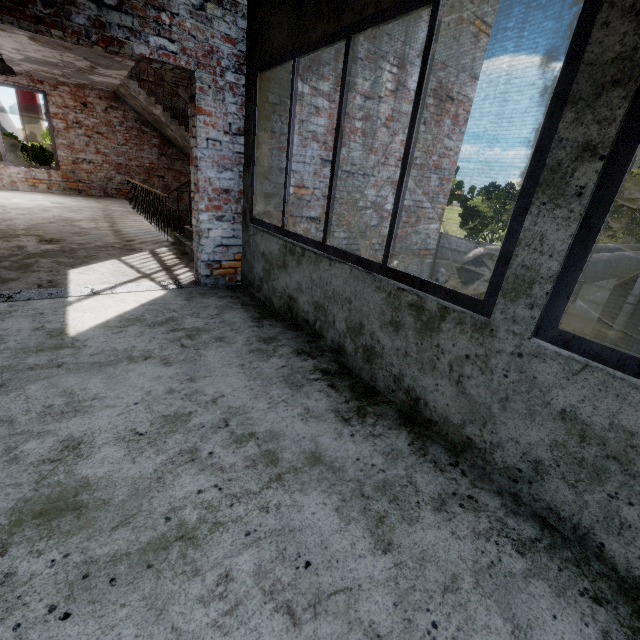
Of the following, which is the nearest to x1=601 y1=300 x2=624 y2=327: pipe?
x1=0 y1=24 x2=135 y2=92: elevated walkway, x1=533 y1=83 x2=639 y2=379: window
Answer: x1=533 y1=83 x2=639 y2=379: window

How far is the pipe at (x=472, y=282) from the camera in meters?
5.3 m

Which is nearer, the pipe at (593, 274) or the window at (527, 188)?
the window at (527, 188)

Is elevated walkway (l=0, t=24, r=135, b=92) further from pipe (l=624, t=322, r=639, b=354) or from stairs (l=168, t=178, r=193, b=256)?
pipe (l=624, t=322, r=639, b=354)

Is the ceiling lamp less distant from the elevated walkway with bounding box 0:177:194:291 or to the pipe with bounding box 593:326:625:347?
the elevated walkway with bounding box 0:177:194:291

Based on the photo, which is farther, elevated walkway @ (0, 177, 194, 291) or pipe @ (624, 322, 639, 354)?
pipe @ (624, 322, 639, 354)

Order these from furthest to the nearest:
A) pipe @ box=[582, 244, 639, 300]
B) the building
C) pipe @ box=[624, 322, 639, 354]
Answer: pipe @ box=[624, 322, 639, 354] → pipe @ box=[582, 244, 639, 300] → the building

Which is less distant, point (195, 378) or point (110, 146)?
point (195, 378)
